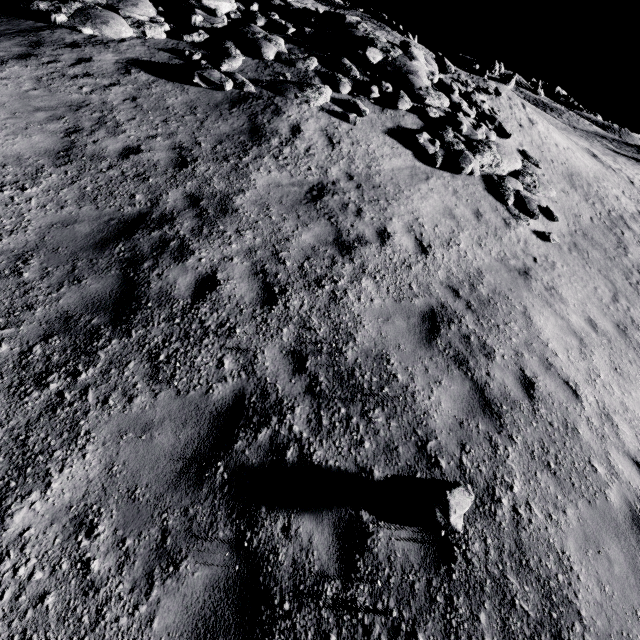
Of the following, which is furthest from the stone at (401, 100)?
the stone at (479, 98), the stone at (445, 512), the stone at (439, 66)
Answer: the stone at (445, 512)

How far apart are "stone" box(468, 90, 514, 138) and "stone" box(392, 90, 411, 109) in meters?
4.4

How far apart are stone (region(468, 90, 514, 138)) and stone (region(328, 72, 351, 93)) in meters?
6.5

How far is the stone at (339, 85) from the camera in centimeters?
1065cm

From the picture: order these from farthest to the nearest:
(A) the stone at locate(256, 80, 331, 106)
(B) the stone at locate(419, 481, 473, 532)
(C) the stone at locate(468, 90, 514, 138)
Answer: (C) the stone at locate(468, 90, 514, 138), (A) the stone at locate(256, 80, 331, 106), (B) the stone at locate(419, 481, 473, 532)

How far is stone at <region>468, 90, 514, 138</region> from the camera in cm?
1348

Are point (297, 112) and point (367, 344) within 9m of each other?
yes

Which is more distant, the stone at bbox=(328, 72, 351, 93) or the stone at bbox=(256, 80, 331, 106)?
the stone at bbox=(328, 72, 351, 93)
